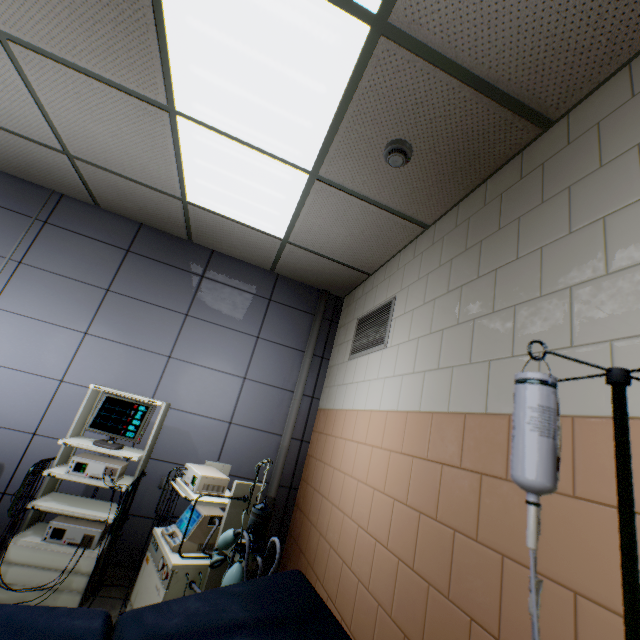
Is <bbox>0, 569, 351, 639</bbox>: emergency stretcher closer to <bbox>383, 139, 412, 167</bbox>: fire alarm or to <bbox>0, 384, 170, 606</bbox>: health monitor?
<bbox>0, 384, 170, 606</bbox>: health monitor

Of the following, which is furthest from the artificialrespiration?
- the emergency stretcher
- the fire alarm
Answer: the fire alarm

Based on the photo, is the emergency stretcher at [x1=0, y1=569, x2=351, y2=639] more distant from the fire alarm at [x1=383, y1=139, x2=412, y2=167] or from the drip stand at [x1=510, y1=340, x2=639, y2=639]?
the fire alarm at [x1=383, y1=139, x2=412, y2=167]

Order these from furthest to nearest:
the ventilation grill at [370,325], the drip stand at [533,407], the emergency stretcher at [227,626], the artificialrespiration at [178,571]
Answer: the ventilation grill at [370,325]
the artificialrespiration at [178,571]
the emergency stretcher at [227,626]
the drip stand at [533,407]

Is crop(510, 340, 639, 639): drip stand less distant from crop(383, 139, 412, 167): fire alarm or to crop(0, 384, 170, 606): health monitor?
crop(383, 139, 412, 167): fire alarm

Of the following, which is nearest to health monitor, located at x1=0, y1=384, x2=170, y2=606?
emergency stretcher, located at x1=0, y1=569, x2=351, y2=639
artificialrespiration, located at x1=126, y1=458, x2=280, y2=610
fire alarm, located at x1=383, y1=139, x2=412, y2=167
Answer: artificialrespiration, located at x1=126, y1=458, x2=280, y2=610

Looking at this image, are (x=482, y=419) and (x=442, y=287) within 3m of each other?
yes

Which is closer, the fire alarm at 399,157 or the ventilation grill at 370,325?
the fire alarm at 399,157
